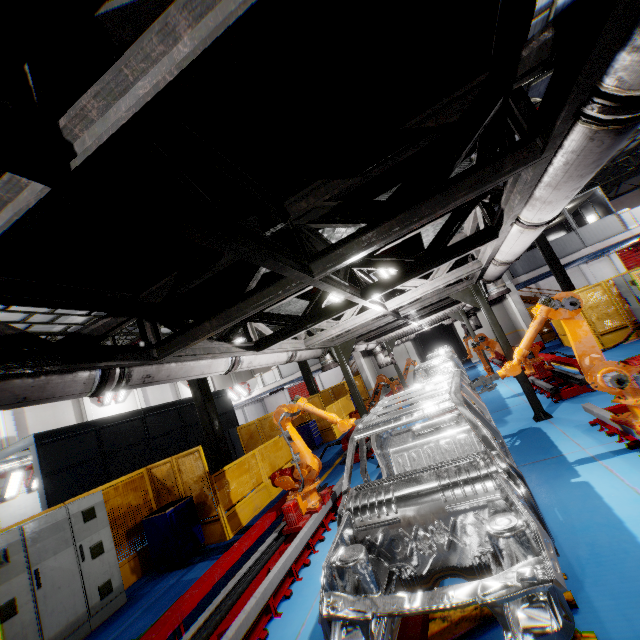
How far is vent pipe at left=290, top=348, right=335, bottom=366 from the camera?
7.2m

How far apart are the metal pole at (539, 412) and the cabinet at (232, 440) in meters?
13.8

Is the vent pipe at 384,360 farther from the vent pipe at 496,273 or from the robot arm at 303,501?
the vent pipe at 496,273

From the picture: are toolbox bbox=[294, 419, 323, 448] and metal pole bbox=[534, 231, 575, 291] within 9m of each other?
no

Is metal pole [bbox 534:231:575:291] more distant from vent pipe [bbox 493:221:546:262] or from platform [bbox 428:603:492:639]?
platform [bbox 428:603:492:639]

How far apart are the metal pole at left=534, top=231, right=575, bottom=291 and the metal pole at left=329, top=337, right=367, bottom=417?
13.2 meters

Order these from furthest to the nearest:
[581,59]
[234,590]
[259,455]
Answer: [259,455], [234,590], [581,59]

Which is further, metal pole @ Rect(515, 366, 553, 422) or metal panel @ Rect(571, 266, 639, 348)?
metal panel @ Rect(571, 266, 639, 348)
